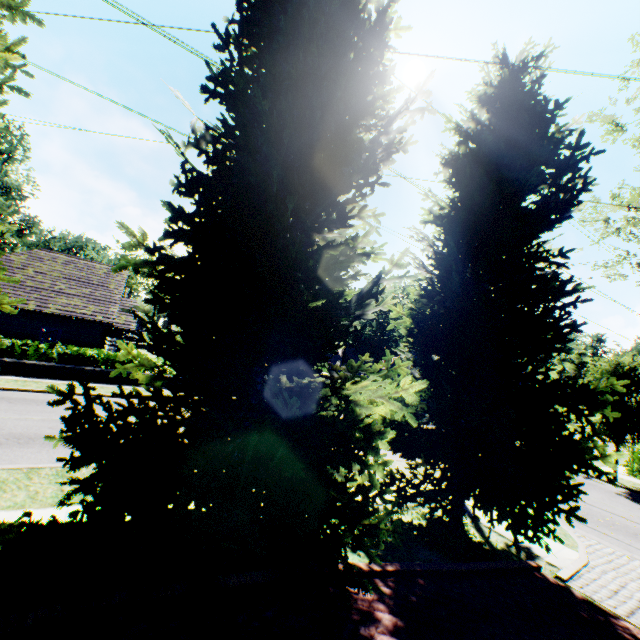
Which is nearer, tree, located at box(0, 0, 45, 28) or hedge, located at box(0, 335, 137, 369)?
tree, located at box(0, 0, 45, 28)

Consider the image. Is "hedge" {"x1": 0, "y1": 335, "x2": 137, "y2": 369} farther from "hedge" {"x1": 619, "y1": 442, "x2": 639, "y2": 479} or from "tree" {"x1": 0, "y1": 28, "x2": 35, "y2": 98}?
"hedge" {"x1": 619, "y1": 442, "x2": 639, "y2": 479}

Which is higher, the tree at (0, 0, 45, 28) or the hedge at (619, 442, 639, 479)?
the tree at (0, 0, 45, 28)

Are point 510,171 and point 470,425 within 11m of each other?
yes

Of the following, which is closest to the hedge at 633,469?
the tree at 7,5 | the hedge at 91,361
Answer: the tree at 7,5

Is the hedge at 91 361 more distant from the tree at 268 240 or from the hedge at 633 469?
the hedge at 633 469
